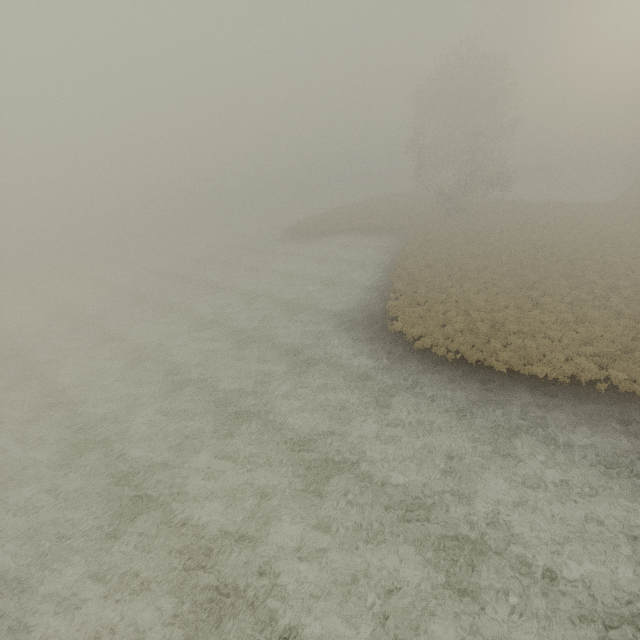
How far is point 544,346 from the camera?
16.2m
